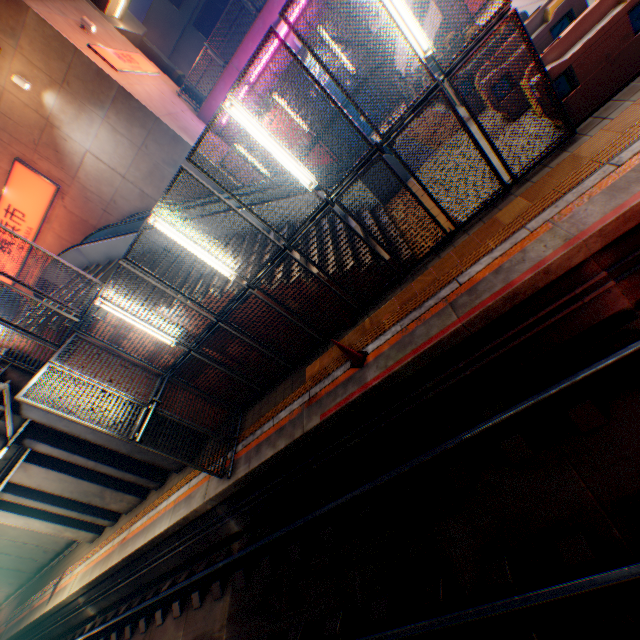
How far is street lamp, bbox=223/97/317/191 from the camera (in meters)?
5.23

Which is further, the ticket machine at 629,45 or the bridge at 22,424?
the bridge at 22,424

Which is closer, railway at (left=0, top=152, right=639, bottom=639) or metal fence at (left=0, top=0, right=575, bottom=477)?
railway at (left=0, top=152, right=639, bottom=639)

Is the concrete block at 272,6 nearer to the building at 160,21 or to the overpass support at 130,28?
the overpass support at 130,28

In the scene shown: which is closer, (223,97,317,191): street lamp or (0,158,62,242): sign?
(223,97,317,191): street lamp

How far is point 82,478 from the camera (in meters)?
11.14

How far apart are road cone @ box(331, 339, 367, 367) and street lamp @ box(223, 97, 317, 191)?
2.9m

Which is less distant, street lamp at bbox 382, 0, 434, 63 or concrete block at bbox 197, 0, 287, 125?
street lamp at bbox 382, 0, 434, 63
